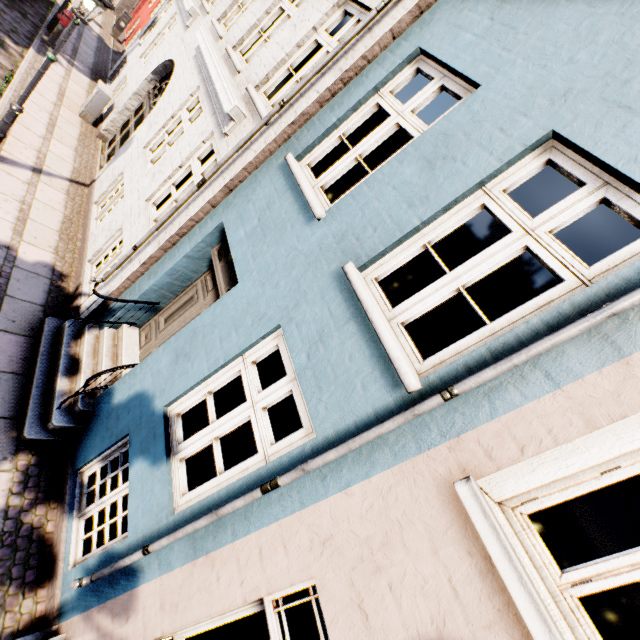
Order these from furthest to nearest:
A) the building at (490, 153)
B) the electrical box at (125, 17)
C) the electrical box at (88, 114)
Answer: the electrical box at (125, 17)
the electrical box at (88, 114)
the building at (490, 153)

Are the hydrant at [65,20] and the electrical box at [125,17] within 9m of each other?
→ yes

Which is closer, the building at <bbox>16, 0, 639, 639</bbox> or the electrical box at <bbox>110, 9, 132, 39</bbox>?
the building at <bbox>16, 0, 639, 639</bbox>

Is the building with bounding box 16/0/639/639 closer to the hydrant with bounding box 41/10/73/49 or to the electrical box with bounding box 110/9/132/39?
the electrical box with bounding box 110/9/132/39

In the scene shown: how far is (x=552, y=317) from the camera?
1.95m

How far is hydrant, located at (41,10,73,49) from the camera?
9.9 meters

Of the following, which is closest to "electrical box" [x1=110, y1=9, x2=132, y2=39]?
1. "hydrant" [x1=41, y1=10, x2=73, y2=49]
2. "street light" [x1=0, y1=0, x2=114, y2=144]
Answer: "hydrant" [x1=41, y1=10, x2=73, y2=49]
